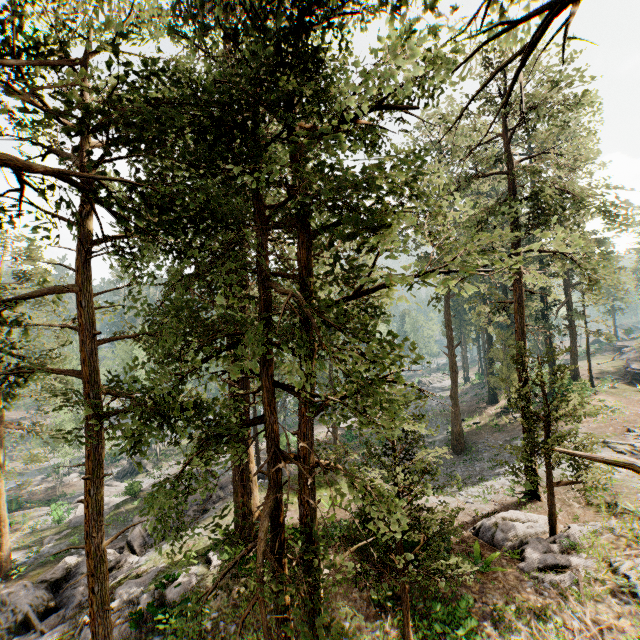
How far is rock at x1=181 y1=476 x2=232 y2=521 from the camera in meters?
19.7 m

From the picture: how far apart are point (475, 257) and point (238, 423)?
32.8m

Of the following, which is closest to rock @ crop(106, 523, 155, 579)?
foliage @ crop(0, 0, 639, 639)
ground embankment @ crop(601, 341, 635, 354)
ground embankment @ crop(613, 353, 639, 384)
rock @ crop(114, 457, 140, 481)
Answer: foliage @ crop(0, 0, 639, 639)

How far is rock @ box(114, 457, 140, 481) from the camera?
44.00m

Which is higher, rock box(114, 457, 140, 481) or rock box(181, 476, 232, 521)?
rock box(181, 476, 232, 521)

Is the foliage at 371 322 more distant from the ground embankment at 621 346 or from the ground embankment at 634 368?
the ground embankment at 621 346

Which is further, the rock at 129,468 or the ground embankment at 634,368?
the rock at 129,468

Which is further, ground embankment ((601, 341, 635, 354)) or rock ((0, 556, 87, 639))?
ground embankment ((601, 341, 635, 354))
